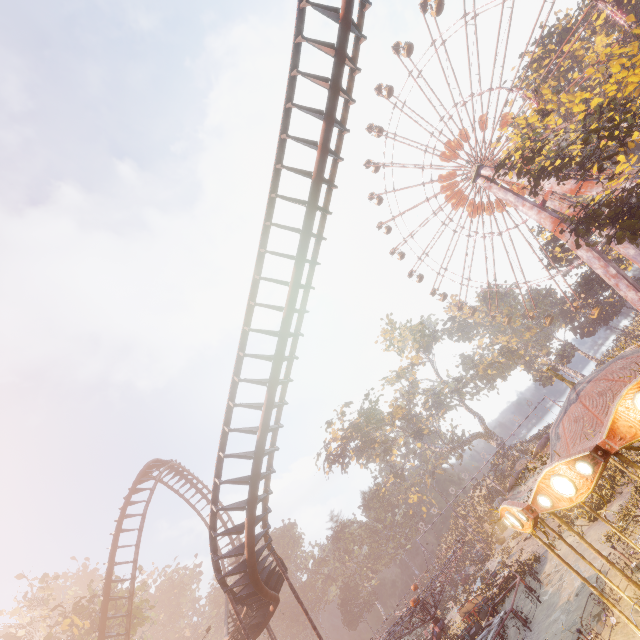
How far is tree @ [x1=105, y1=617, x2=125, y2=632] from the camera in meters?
23.5 m

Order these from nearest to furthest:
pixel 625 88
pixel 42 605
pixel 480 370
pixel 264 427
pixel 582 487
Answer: pixel 582 487 < pixel 264 427 < pixel 625 88 < pixel 42 605 < pixel 480 370

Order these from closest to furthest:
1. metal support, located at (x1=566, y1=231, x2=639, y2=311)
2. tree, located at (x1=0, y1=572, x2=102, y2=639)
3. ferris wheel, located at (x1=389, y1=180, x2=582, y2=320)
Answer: tree, located at (x1=0, y1=572, x2=102, y2=639) < metal support, located at (x1=566, y1=231, x2=639, y2=311) < ferris wheel, located at (x1=389, y1=180, x2=582, y2=320)

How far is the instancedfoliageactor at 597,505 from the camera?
19.2 meters

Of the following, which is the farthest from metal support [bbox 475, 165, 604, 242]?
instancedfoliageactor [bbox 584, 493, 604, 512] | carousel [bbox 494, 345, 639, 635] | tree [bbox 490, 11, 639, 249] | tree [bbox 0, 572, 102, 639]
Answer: tree [bbox 0, 572, 102, 639]

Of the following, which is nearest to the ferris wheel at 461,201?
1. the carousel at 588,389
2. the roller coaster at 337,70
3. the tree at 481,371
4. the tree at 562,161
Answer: the tree at 481,371

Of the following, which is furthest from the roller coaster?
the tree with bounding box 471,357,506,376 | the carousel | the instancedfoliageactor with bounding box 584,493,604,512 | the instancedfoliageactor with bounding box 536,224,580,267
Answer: the instancedfoliageactor with bounding box 536,224,580,267
